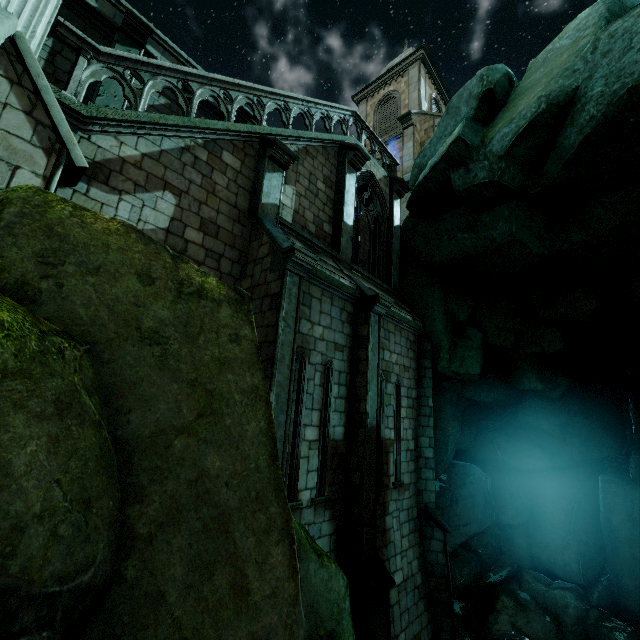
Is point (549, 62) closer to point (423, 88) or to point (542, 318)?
point (542, 318)

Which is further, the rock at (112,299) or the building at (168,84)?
the building at (168,84)

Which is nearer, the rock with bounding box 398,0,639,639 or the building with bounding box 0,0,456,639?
the building with bounding box 0,0,456,639

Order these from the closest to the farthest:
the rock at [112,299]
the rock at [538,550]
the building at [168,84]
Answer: the rock at [112,299], the building at [168,84], the rock at [538,550]

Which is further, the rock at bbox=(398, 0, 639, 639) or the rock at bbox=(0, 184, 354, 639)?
the rock at bbox=(398, 0, 639, 639)

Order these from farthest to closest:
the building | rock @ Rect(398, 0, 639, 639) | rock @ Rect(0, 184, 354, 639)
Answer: rock @ Rect(398, 0, 639, 639), the building, rock @ Rect(0, 184, 354, 639)
